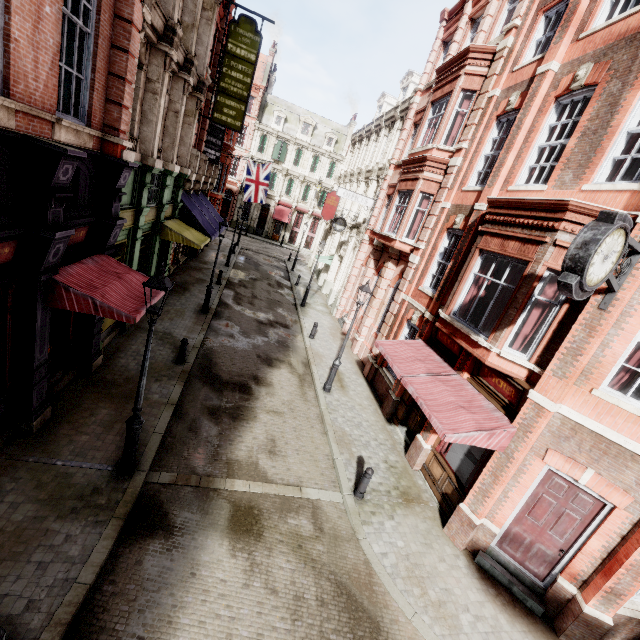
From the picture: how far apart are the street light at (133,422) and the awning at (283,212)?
40.99m

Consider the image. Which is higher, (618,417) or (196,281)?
(618,417)

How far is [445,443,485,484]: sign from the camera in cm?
873

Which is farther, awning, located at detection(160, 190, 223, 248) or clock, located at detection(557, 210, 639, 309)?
awning, located at detection(160, 190, 223, 248)

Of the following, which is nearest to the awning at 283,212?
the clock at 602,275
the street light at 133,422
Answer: the street light at 133,422

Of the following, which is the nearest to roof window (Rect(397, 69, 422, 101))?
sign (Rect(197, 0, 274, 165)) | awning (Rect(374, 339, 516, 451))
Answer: sign (Rect(197, 0, 274, 165))

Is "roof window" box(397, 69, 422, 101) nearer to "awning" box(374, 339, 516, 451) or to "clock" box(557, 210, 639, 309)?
"awning" box(374, 339, 516, 451)

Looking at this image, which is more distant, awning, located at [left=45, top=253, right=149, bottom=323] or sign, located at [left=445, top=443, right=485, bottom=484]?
sign, located at [left=445, top=443, right=485, bottom=484]
